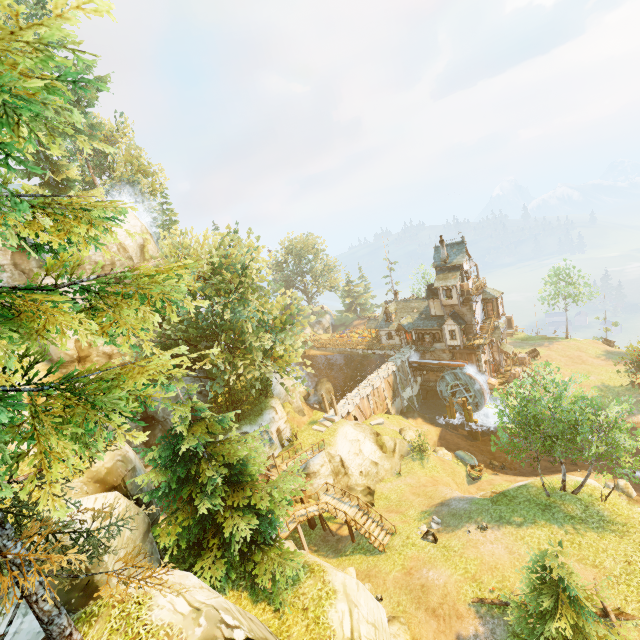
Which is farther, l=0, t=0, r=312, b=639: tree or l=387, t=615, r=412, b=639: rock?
l=387, t=615, r=412, b=639: rock

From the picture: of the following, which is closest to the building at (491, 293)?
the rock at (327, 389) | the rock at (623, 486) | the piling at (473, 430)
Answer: the piling at (473, 430)

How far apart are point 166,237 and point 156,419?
15.9m

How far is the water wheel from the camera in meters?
41.0 m

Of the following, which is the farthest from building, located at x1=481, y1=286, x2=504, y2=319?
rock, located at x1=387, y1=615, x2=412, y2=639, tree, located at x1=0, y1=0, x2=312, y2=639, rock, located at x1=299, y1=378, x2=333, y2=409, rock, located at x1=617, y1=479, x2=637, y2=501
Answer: rock, located at x1=387, y1=615, x2=412, y2=639

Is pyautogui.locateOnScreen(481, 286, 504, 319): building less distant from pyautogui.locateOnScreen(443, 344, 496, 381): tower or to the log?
pyautogui.locateOnScreen(443, 344, 496, 381): tower

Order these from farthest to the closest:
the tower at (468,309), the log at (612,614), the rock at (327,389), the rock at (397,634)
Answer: the rock at (327,389) < the tower at (468,309) < the rock at (397,634) < the log at (612,614)

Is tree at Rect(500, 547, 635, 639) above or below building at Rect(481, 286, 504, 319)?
below
